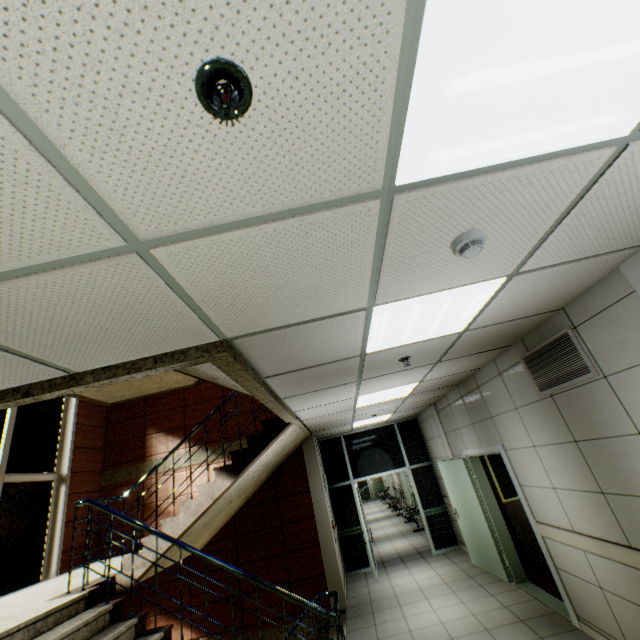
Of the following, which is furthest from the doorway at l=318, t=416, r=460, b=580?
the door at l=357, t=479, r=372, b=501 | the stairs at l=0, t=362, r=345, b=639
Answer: the door at l=357, t=479, r=372, b=501

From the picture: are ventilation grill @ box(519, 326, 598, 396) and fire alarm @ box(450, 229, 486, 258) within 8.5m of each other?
yes

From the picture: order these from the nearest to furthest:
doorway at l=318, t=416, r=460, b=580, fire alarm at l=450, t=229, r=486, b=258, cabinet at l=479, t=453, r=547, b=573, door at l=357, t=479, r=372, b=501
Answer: fire alarm at l=450, t=229, r=486, b=258, cabinet at l=479, t=453, r=547, b=573, doorway at l=318, t=416, r=460, b=580, door at l=357, t=479, r=372, b=501

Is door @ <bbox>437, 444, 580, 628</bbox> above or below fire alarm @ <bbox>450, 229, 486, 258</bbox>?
below

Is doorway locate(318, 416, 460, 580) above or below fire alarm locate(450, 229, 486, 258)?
below

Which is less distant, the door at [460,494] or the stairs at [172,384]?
the stairs at [172,384]

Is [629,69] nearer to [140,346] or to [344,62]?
[344,62]

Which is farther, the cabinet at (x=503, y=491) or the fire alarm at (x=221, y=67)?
the cabinet at (x=503, y=491)
